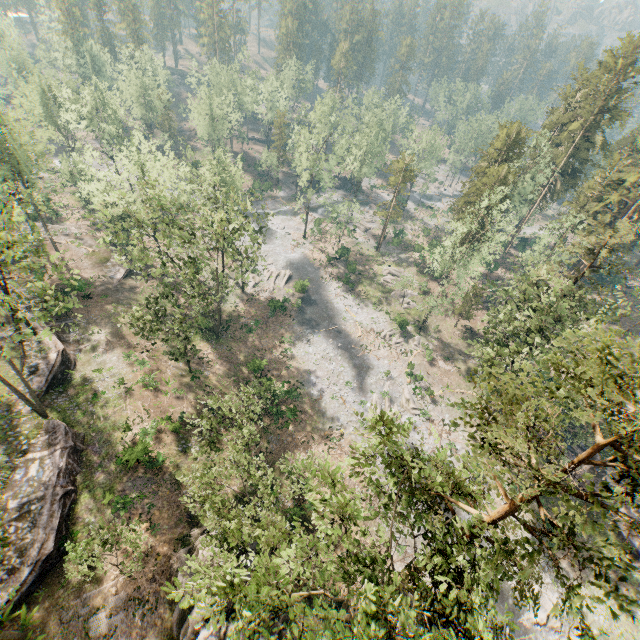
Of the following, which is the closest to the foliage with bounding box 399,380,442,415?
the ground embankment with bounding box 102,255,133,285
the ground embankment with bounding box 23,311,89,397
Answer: the ground embankment with bounding box 102,255,133,285

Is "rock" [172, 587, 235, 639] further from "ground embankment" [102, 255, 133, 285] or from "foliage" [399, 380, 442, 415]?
"ground embankment" [102, 255, 133, 285]

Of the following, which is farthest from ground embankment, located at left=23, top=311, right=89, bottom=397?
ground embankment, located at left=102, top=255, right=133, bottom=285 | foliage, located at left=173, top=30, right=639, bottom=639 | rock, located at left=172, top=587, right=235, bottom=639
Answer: rock, located at left=172, top=587, right=235, bottom=639

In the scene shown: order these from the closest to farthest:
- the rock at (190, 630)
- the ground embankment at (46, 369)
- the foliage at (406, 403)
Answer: the rock at (190, 630)
the ground embankment at (46, 369)
the foliage at (406, 403)

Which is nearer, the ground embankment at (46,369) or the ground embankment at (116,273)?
the ground embankment at (46,369)

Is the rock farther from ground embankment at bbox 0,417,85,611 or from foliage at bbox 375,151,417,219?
foliage at bbox 375,151,417,219

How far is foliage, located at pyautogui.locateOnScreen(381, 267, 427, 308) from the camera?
49.21m

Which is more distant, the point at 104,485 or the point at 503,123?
the point at 503,123
